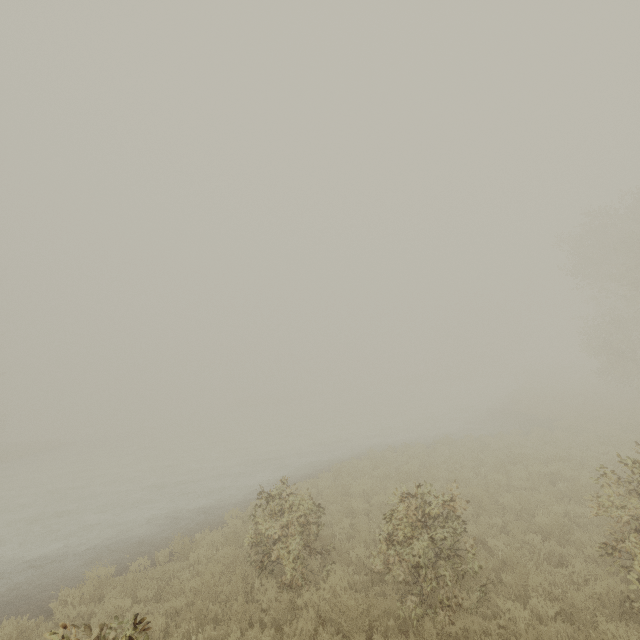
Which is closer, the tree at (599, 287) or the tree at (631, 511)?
the tree at (631, 511)

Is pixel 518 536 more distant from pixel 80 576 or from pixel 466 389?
pixel 466 389

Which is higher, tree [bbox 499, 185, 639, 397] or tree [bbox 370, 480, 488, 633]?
tree [bbox 499, 185, 639, 397]

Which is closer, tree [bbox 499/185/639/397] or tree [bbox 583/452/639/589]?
tree [bbox 583/452/639/589]

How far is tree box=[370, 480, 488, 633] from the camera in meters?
5.6 m
